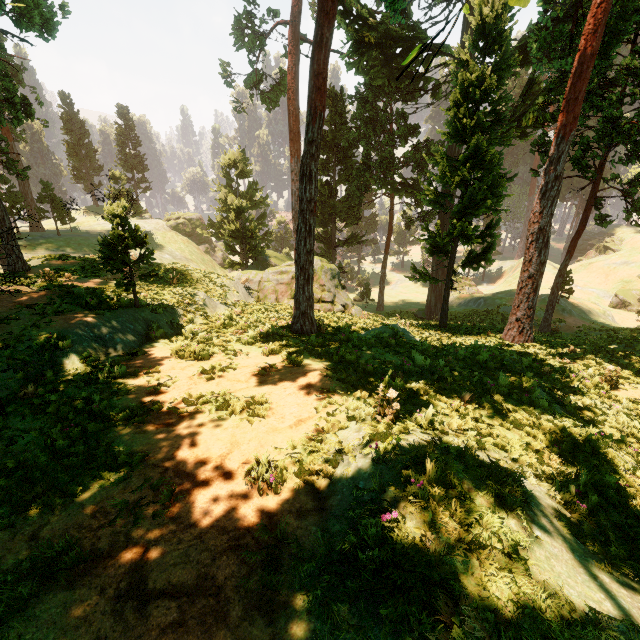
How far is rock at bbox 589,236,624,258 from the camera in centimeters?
5288cm

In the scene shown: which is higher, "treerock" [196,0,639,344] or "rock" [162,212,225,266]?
"treerock" [196,0,639,344]

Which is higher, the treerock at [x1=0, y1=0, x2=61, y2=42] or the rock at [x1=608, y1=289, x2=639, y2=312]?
the treerock at [x1=0, y1=0, x2=61, y2=42]

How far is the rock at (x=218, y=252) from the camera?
52.47m

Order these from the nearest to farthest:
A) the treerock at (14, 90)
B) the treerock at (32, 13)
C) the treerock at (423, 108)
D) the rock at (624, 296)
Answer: the treerock at (423, 108) < the treerock at (32, 13) < the treerock at (14, 90) < the rock at (624, 296)

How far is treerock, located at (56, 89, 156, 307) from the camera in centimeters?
1030cm

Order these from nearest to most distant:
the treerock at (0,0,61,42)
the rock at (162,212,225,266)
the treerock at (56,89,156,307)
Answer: the treerock at (56,89,156,307) → the treerock at (0,0,61,42) → the rock at (162,212,225,266)

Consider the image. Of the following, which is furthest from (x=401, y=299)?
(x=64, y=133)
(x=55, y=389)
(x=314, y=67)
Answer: (x=64, y=133)
